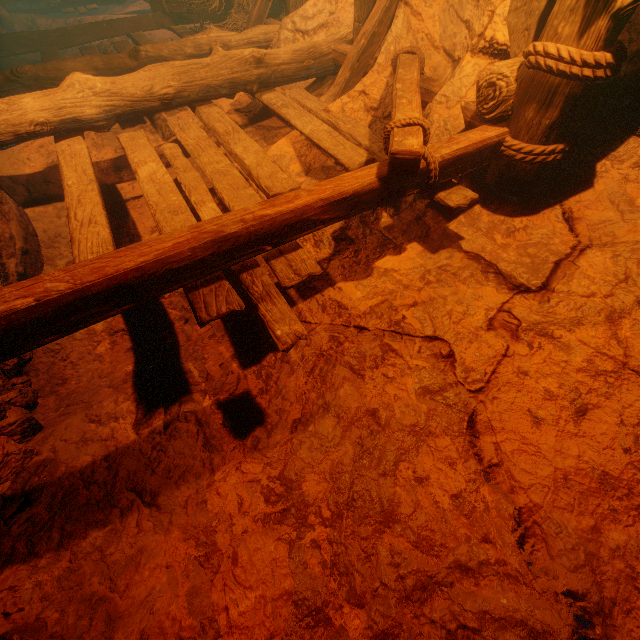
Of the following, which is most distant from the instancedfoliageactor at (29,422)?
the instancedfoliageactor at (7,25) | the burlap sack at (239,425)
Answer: the instancedfoliageactor at (7,25)

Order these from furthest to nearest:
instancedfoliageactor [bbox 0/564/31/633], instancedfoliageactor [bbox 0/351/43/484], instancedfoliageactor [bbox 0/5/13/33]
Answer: instancedfoliageactor [bbox 0/5/13/33], instancedfoliageactor [bbox 0/351/43/484], instancedfoliageactor [bbox 0/564/31/633]

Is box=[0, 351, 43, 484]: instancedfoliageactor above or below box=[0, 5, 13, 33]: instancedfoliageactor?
below

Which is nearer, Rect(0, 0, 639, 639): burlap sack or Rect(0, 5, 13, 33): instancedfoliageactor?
Rect(0, 0, 639, 639): burlap sack

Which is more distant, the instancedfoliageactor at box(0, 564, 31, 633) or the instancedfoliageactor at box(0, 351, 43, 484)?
the instancedfoliageactor at box(0, 351, 43, 484)

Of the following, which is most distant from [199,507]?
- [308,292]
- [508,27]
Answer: [508,27]

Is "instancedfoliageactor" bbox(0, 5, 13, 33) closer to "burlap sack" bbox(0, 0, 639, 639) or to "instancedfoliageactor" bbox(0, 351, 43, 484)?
"burlap sack" bbox(0, 0, 639, 639)
